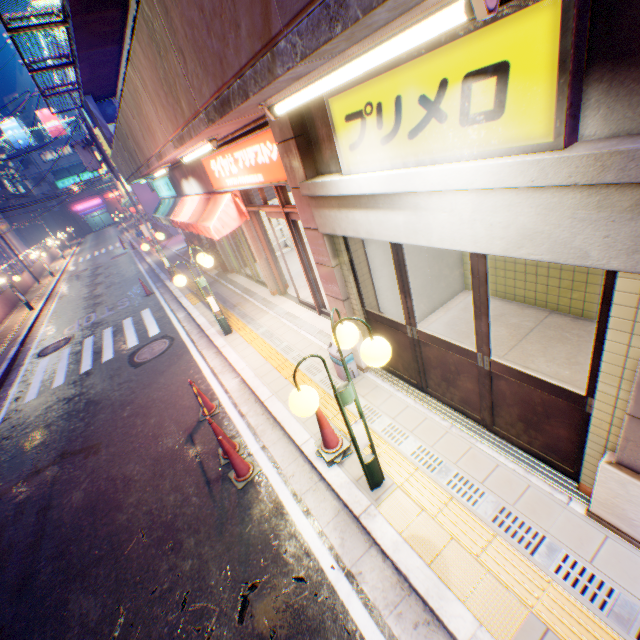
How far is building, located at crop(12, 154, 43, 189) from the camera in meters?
56.1 m

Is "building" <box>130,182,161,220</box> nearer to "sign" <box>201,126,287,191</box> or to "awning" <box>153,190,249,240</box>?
"awning" <box>153,190,249,240</box>

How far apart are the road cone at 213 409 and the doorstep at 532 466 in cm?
247

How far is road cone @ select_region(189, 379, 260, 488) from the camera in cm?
471

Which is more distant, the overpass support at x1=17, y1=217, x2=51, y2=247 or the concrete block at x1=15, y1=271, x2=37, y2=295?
the overpass support at x1=17, y1=217, x2=51, y2=247

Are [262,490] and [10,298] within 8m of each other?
no

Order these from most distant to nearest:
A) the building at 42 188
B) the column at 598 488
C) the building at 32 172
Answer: the building at 42 188, the building at 32 172, the column at 598 488

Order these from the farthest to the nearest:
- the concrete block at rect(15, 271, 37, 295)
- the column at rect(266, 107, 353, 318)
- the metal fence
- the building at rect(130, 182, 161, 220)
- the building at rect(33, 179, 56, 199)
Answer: the building at rect(33, 179, 56, 199) < the building at rect(130, 182, 161, 220) < the concrete block at rect(15, 271, 37, 295) < the metal fence < the column at rect(266, 107, 353, 318)
